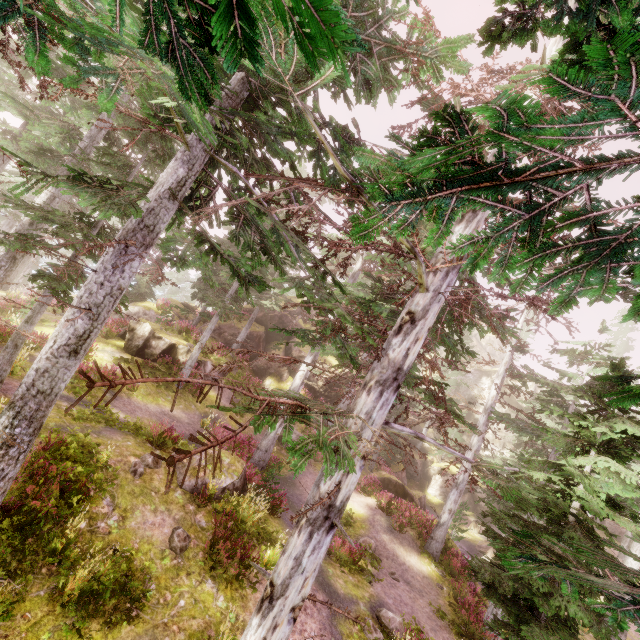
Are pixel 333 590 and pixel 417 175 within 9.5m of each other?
no

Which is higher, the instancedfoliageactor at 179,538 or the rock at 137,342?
the rock at 137,342

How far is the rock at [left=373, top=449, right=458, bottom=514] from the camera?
21.5m

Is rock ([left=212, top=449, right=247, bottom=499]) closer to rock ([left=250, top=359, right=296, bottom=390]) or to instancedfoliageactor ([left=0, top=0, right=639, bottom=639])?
instancedfoliageactor ([left=0, top=0, right=639, bottom=639])

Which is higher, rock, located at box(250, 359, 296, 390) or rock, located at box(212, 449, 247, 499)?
rock, located at box(250, 359, 296, 390)

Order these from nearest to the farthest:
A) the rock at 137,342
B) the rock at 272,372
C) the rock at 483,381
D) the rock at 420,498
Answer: the rock at 137,342 → the rock at 420,498 → the rock at 272,372 → the rock at 483,381
